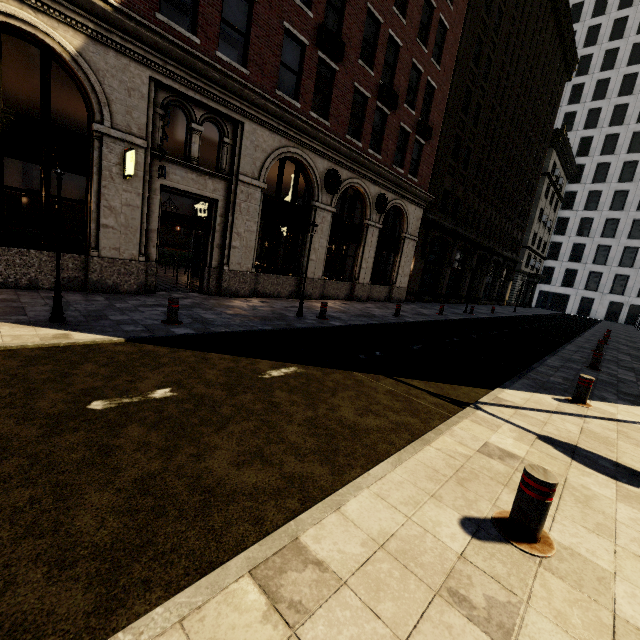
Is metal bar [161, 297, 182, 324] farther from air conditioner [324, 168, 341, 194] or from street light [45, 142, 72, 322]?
air conditioner [324, 168, 341, 194]

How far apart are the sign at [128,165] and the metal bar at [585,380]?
11.2 meters

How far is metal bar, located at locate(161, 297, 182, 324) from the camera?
7.04m

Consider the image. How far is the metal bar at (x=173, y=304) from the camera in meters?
7.0 m

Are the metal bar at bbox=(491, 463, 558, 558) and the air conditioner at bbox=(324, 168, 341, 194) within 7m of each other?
no

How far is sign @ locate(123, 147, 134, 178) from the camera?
8.2m

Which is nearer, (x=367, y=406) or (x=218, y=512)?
(x=218, y=512)

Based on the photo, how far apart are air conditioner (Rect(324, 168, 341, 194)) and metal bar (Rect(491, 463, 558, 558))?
13.2 meters
